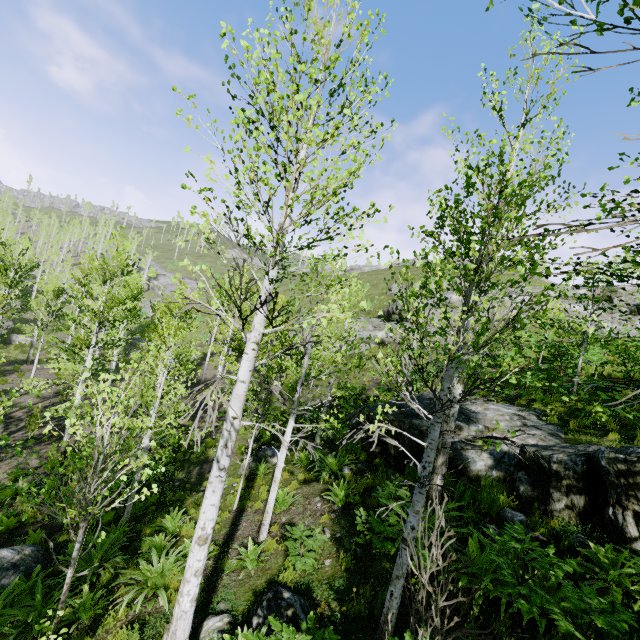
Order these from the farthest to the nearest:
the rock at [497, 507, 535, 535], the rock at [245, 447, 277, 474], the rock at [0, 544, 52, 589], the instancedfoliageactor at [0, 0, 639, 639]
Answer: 1. the rock at [245, 447, 277, 474]
2. the rock at [0, 544, 52, 589]
3. the rock at [497, 507, 535, 535]
4. the instancedfoliageactor at [0, 0, 639, 639]

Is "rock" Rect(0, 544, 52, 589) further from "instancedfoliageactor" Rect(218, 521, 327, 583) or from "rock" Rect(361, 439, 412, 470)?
"rock" Rect(361, 439, 412, 470)

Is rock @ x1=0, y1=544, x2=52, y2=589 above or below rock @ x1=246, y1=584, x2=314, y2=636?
below

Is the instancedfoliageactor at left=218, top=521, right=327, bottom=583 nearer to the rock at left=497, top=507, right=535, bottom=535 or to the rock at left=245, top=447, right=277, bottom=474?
the rock at left=497, top=507, right=535, bottom=535

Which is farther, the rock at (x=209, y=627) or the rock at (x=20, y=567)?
the rock at (x=20, y=567)

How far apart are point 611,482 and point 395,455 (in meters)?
5.32

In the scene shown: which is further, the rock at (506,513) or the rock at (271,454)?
the rock at (271,454)

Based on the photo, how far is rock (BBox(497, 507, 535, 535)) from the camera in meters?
5.6
